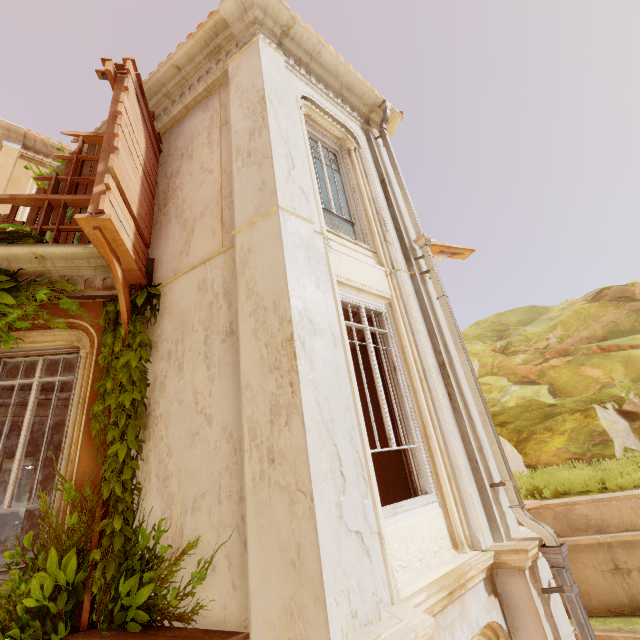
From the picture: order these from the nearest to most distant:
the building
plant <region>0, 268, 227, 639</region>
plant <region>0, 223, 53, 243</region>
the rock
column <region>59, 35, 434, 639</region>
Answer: column <region>59, 35, 434, 639</region> → plant <region>0, 268, 227, 639</region> → plant <region>0, 223, 53, 243</region> → the building → the rock

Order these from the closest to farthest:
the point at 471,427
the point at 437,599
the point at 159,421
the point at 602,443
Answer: the point at 437,599
the point at 159,421
the point at 471,427
the point at 602,443

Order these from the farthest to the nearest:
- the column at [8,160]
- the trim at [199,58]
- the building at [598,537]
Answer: the column at [8,160] → the trim at [199,58] → the building at [598,537]

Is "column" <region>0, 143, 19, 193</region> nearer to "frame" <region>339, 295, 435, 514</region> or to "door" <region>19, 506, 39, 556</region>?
"door" <region>19, 506, 39, 556</region>

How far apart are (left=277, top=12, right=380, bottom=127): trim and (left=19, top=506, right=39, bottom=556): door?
13.8 meters

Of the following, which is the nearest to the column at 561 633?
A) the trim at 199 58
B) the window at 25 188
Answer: the trim at 199 58

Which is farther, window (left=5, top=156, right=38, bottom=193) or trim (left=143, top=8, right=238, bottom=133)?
window (left=5, top=156, right=38, bottom=193)

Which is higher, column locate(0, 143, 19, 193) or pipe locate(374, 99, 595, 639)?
column locate(0, 143, 19, 193)
